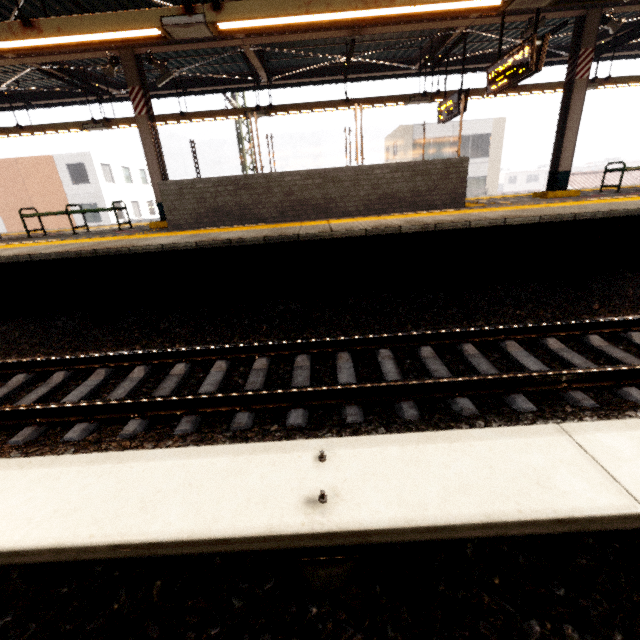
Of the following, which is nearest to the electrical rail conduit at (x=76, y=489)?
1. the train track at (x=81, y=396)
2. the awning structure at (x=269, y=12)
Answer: the train track at (x=81, y=396)

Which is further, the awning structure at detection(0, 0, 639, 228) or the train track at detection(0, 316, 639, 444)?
the awning structure at detection(0, 0, 639, 228)

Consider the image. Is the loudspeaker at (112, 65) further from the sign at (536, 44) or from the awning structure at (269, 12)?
the sign at (536, 44)

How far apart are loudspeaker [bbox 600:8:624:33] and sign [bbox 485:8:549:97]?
2.6m

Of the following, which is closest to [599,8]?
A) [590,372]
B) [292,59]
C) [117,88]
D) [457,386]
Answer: [292,59]

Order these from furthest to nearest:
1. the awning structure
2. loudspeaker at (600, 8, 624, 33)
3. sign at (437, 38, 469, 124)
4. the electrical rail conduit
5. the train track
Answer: sign at (437, 38, 469, 124), loudspeaker at (600, 8, 624, 33), the awning structure, the train track, the electrical rail conduit

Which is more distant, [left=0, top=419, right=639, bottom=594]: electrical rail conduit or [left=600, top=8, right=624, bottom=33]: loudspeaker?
[left=600, top=8, right=624, bottom=33]: loudspeaker

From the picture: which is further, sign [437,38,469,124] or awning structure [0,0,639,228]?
sign [437,38,469,124]
